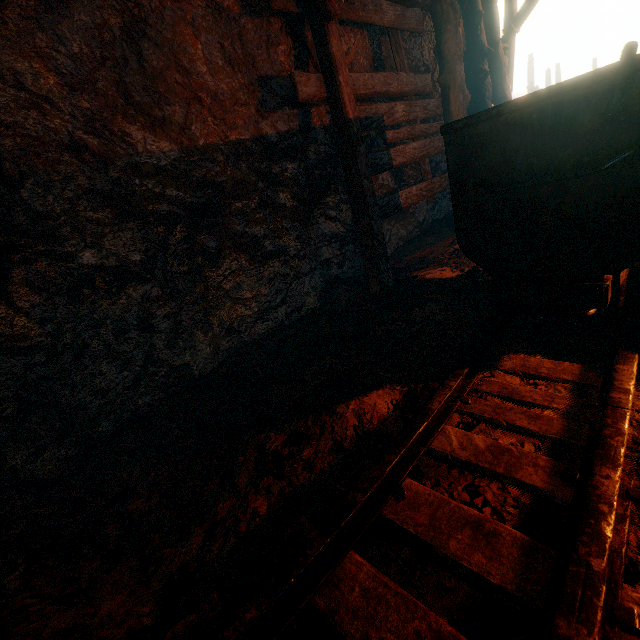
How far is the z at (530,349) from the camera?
1.9m

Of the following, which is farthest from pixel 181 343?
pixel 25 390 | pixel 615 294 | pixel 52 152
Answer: pixel 615 294

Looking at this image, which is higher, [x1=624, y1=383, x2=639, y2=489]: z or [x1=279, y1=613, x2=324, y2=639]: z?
[x1=624, y1=383, x2=639, y2=489]: z

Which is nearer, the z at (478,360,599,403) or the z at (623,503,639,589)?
the z at (623,503,639,589)

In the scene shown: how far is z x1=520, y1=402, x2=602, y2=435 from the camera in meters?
1.5 m
